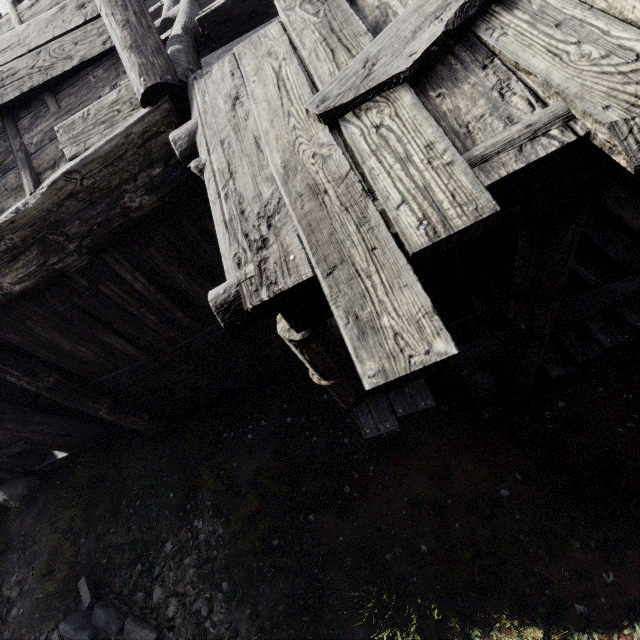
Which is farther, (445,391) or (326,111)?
(445,391)

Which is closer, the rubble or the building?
the building

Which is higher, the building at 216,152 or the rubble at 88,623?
the building at 216,152

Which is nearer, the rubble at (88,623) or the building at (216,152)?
the building at (216,152)

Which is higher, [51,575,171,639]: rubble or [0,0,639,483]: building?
[0,0,639,483]: building
